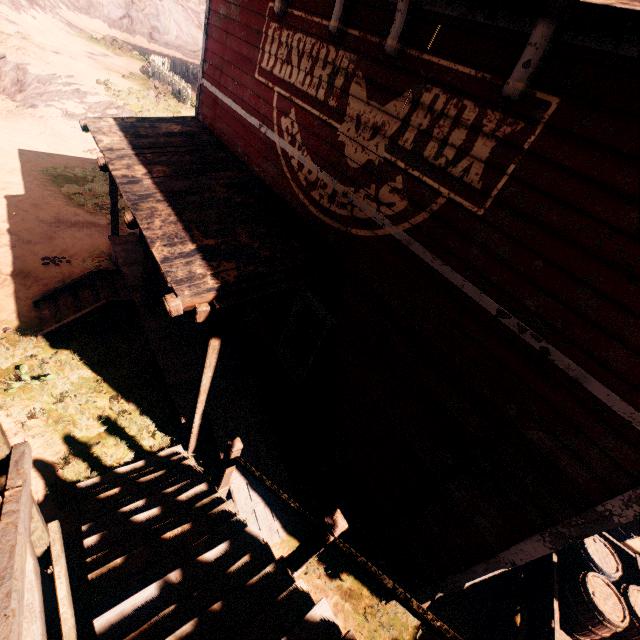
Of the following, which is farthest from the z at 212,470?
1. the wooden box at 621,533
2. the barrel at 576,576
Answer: the barrel at 576,576

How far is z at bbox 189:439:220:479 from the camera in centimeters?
588cm

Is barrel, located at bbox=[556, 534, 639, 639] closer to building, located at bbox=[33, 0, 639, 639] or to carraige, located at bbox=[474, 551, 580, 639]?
carraige, located at bbox=[474, 551, 580, 639]

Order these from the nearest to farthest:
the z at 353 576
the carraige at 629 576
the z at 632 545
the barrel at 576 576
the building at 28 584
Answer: the building at 28 584 → the barrel at 576 576 → the z at 353 576 → the carraige at 629 576 → the z at 632 545

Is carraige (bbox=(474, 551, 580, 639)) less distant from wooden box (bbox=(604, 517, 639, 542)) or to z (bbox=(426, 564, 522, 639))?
z (bbox=(426, 564, 522, 639))

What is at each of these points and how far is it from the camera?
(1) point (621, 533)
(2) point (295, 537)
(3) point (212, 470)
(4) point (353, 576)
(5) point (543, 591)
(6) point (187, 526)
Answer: (1) wooden box, 6.91m
(2) z, 5.58m
(3) z, 5.90m
(4) z, 5.44m
(5) carraige, 4.94m
(6) building, 3.89m
